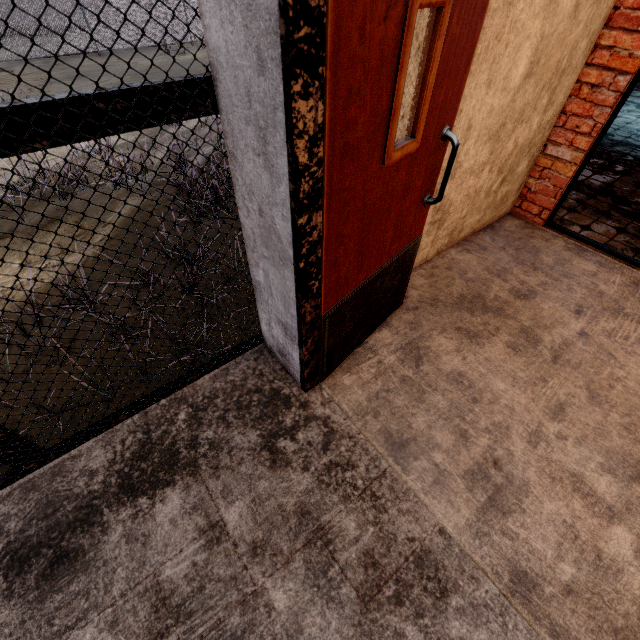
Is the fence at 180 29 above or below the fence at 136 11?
below

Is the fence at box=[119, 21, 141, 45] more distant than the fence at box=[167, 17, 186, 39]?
No

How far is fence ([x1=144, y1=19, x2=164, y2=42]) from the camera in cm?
1355

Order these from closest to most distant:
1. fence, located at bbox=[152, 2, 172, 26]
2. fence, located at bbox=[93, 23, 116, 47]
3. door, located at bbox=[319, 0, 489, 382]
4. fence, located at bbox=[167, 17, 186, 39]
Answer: door, located at bbox=[319, 0, 489, 382] < fence, located at bbox=[93, 23, 116, 47] < fence, located at bbox=[152, 2, 172, 26] < fence, located at bbox=[167, 17, 186, 39]

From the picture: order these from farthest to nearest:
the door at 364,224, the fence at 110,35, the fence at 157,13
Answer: the fence at 157,13
the fence at 110,35
the door at 364,224

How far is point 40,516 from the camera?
1.6 meters
